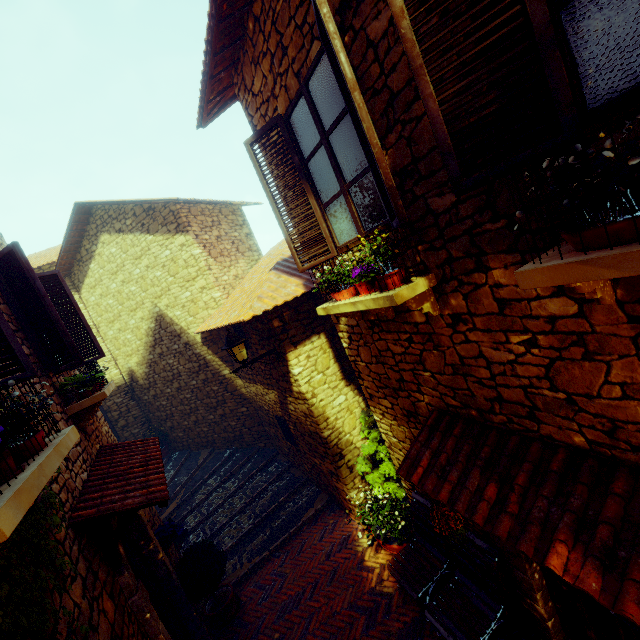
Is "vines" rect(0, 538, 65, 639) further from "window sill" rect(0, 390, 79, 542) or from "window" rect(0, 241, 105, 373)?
"window" rect(0, 241, 105, 373)

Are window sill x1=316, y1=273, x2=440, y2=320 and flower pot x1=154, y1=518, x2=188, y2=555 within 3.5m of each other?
no

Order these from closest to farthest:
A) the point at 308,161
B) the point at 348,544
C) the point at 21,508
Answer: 1. the point at 21,508
2. the point at 308,161
3. the point at 348,544

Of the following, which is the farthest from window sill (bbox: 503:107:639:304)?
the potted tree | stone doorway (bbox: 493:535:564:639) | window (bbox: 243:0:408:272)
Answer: the potted tree

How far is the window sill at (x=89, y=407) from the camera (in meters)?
4.24

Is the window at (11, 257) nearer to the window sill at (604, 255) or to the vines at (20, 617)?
the vines at (20, 617)

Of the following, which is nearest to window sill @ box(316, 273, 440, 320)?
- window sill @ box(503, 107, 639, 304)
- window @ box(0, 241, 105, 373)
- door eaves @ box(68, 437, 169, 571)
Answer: window sill @ box(503, 107, 639, 304)

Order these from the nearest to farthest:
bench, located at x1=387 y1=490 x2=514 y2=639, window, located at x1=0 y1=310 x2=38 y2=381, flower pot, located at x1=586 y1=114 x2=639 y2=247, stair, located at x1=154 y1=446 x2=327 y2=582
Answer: flower pot, located at x1=586 y1=114 x2=639 y2=247 → window, located at x1=0 y1=310 x2=38 y2=381 → bench, located at x1=387 y1=490 x2=514 y2=639 → stair, located at x1=154 y1=446 x2=327 y2=582
